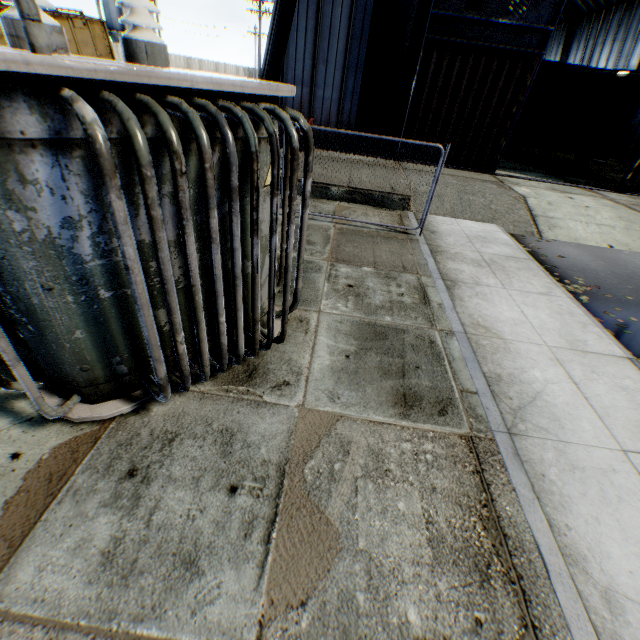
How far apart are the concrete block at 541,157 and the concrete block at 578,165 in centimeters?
122cm

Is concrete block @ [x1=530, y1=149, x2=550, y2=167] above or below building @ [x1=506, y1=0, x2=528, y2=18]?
below

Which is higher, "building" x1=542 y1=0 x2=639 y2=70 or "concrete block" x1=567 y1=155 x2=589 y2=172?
"building" x1=542 y1=0 x2=639 y2=70

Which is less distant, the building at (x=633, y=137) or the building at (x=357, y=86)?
the building at (x=357, y=86)

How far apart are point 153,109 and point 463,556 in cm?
404

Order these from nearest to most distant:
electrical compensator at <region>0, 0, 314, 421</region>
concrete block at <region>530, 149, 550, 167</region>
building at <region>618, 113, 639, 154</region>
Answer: electrical compensator at <region>0, 0, 314, 421</region>, concrete block at <region>530, 149, 550, 167</region>, building at <region>618, 113, 639, 154</region>

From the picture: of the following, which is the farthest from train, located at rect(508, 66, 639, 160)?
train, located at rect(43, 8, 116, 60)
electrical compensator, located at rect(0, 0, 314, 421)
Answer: electrical compensator, located at rect(0, 0, 314, 421)

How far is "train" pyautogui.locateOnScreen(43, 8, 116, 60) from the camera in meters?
14.9 m
